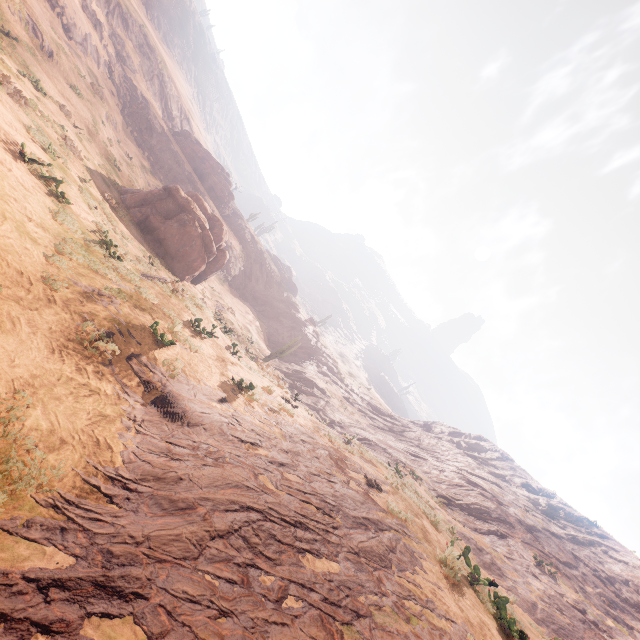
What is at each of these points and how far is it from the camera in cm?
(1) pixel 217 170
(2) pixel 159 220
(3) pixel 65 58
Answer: (1) rock, 5069
(2) instancedfoliageactor, 2256
(3) z, 2562

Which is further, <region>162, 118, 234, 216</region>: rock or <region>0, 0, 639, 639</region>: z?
<region>162, 118, 234, 216</region>: rock

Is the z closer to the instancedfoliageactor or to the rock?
the instancedfoliageactor

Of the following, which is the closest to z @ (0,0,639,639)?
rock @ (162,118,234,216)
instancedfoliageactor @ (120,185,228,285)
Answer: instancedfoliageactor @ (120,185,228,285)

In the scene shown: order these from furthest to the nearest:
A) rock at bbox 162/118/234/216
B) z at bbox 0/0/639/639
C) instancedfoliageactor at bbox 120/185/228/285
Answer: rock at bbox 162/118/234/216 → instancedfoliageactor at bbox 120/185/228/285 → z at bbox 0/0/639/639

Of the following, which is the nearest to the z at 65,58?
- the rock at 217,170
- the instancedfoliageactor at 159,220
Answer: the instancedfoliageactor at 159,220

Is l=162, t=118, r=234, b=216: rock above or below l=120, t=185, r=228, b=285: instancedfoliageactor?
above
